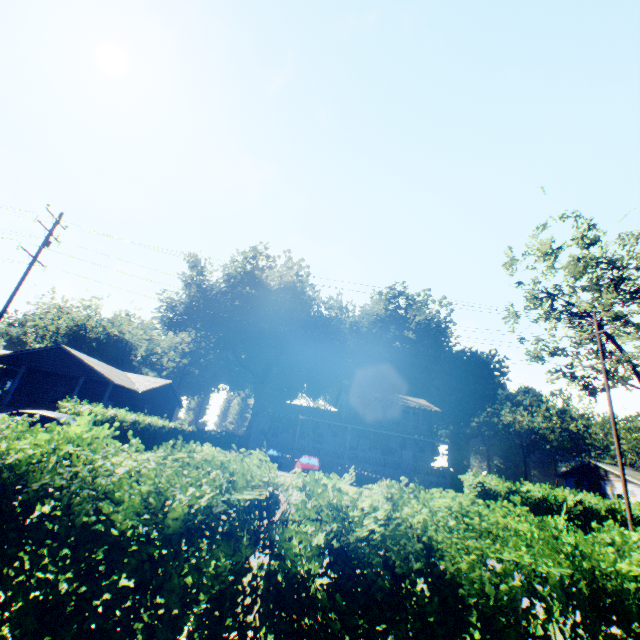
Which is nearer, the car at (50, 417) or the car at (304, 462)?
the car at (50, 417)

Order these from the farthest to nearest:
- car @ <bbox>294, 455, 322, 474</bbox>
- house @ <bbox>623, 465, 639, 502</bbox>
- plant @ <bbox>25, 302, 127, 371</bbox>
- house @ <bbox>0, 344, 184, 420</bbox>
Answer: plant @ <bbox>25, 302, 127, 371</bbox>
house @ <bbox>623, 465, 639, 502</bbox>
house @ <bbox>0, 344, 184, 420</bbox>
car @ <bbox>294, 455, 322, 474</bbox>

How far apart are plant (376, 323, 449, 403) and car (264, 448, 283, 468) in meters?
29.1

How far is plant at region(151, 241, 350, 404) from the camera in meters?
48.4 m

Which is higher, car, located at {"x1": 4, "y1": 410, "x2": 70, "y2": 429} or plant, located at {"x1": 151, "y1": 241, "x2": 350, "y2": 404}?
plant, located at {"x1": 151, "y1": 241, "x2": 350, "y2": 404}

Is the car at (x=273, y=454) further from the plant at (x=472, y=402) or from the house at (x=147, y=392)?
the plant at (x=472, y=402)

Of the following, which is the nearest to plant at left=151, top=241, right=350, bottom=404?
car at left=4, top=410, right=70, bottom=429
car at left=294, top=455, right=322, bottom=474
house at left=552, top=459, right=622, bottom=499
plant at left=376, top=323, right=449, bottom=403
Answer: car at left=4, top=410, right=70, bottom=429

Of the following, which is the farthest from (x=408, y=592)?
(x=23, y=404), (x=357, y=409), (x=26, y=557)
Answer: (x=23, y=404)
